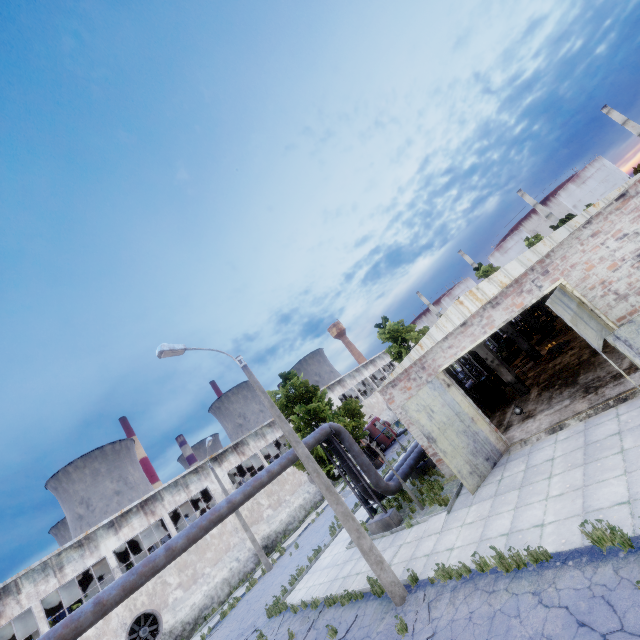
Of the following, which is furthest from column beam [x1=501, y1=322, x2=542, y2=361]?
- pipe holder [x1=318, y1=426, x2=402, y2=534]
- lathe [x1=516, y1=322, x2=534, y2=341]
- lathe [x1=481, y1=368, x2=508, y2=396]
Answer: pipe holder [x1=318, y1=426, x2=402, y2=534]

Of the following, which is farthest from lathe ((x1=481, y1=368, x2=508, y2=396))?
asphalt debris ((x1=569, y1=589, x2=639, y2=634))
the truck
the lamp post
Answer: asphalt debris ((x1=569, y1=589, x2=639, y2=634))

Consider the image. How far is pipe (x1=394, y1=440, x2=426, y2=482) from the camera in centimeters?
1619cm

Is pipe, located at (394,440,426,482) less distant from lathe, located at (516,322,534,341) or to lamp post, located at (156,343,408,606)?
lamp post, located at (156,343,408,606)

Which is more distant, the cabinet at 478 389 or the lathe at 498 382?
the lathe at 498 382

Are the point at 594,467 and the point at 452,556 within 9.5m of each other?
yes

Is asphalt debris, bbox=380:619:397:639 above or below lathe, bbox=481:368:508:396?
below

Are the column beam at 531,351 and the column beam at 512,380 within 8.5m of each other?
yes
